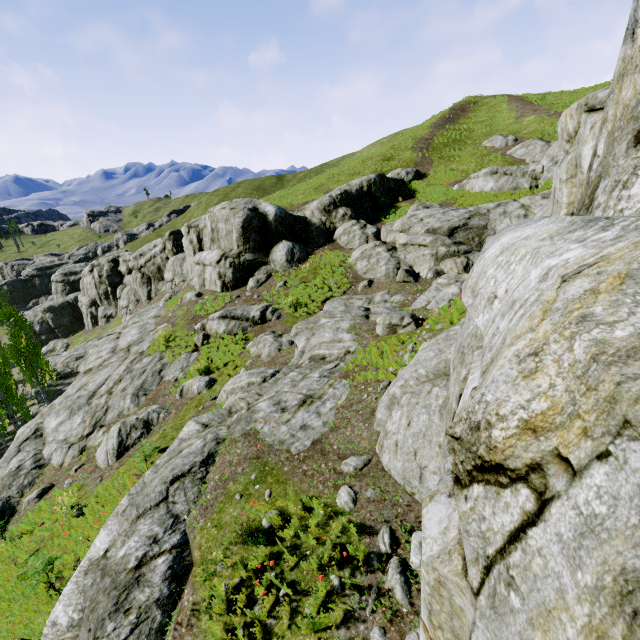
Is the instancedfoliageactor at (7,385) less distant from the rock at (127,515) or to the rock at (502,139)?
the rock at (127,515)

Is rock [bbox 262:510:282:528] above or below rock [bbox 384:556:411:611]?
below

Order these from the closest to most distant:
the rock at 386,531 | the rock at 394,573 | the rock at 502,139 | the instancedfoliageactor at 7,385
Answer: the rock at 394,573, the rock at 386,531, the instancedfoliageactor at 7,385, the rock at 502,139

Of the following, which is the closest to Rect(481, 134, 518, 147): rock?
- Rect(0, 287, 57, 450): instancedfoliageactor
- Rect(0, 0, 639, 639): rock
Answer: Rect(0, 0, 639, 639): rock

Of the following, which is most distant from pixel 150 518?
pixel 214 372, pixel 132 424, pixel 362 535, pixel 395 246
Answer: pixel 395 246

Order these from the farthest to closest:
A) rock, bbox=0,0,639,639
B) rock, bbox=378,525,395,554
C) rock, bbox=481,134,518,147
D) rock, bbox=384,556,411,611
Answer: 1. rock, bbox=481,134,518,147
2. rock, bbox=378,525,395,554
3. rock, bbox=384,556,411,611
4. rock, bbox=0,0,639,639

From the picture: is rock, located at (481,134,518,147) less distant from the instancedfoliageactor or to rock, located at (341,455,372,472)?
rock, located at (341,455,372,472)
